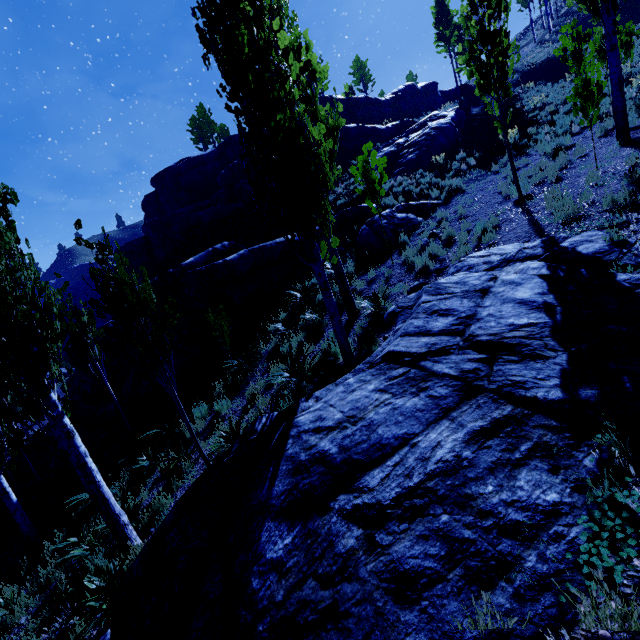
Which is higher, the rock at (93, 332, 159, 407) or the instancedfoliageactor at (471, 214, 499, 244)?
the instancedfoliageactor at (471, 214, 499, 244)

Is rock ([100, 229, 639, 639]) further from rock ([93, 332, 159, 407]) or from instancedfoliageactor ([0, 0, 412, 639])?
rock ([93, 332, 159, 407])

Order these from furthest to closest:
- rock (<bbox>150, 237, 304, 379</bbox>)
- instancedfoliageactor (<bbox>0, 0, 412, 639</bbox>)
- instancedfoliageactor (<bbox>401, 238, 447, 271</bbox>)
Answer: rock (<bbox>150, 237, 304, 379</bbox>), instancedfoliageactor (<bbox>401, 238, 447, 271</bbox>), instancedfoliageactor (<bbox>0, 0, 412, 639</bbox>)

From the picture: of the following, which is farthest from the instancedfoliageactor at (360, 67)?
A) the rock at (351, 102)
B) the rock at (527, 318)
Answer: the rock at (527, 318)

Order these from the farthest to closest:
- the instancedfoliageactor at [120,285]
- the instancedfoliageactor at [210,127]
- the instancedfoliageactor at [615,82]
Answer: the instancedfoliageactor at [210,127] → the instancedfoliageactor at [615,82] → the instancedfoliageactor at [120,285]

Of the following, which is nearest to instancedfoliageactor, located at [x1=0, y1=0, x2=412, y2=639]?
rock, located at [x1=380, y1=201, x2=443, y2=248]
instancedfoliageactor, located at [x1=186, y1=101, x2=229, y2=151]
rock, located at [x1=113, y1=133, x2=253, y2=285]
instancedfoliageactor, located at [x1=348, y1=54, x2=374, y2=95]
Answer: rock, located at [x1=380, y1=201, x2=443, y2=248]

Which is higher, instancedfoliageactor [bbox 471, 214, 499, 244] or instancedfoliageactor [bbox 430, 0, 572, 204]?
instancedfoliageactor [bbox 430, 0, 572, 204]

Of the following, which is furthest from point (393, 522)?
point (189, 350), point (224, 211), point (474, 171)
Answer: point (224, 211)
